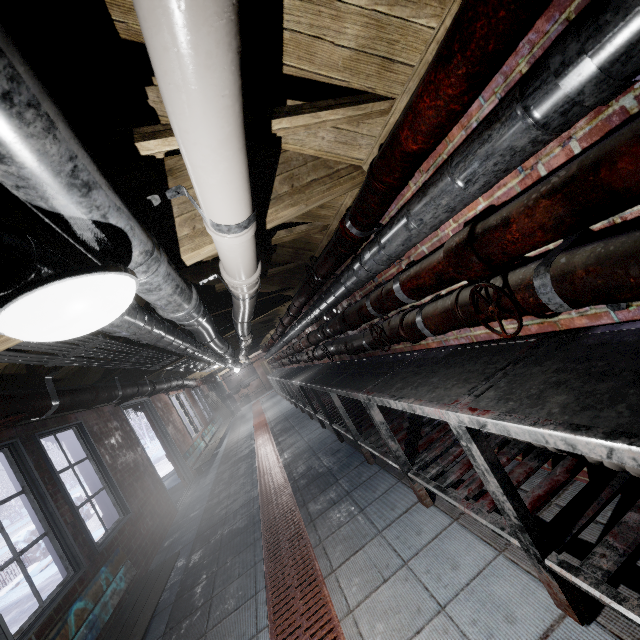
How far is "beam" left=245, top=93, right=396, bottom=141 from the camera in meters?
1.3 m

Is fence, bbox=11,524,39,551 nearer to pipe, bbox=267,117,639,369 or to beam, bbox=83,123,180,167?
pipe, bbox=267,117,639,369

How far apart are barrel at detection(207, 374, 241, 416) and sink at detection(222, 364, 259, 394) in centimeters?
9cm

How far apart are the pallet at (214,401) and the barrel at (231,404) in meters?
0.8 m

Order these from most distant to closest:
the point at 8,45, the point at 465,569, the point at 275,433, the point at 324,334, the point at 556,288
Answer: the point at 275,433 → the point at 324,334 → the point at 465,569 → the point at 556,288 → the point at 8,45

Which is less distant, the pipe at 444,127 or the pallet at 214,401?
the pipe at 444,127

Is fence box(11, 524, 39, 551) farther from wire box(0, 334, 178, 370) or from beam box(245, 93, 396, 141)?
beam box(245, 93, 396, 141)

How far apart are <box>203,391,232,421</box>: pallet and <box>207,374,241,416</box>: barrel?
0.78m
